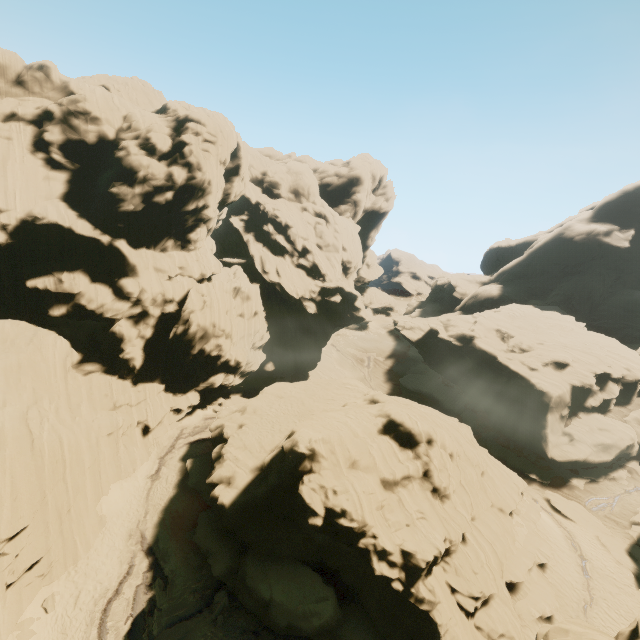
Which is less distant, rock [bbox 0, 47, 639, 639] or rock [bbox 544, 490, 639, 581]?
rock [bbox 0, 47, 639, 639]

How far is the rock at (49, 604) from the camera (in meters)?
19.38

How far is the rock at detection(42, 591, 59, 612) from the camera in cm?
1938

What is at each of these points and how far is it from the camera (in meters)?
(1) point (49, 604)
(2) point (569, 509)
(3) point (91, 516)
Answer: (1) rock, 19.55
(2) rock, 34.06
(3) rock, 24.78

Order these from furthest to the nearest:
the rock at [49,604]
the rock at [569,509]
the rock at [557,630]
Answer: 1. the rock at [569,509]
2. the rock at [49,604]
3. the rock at [557,630]

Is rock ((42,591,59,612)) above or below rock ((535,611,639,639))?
below

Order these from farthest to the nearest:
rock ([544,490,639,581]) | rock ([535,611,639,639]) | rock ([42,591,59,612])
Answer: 1. rock ([544,490,639,581])
2. rock ([42,591,59,612])
3. rock ([535,611,639,639])
